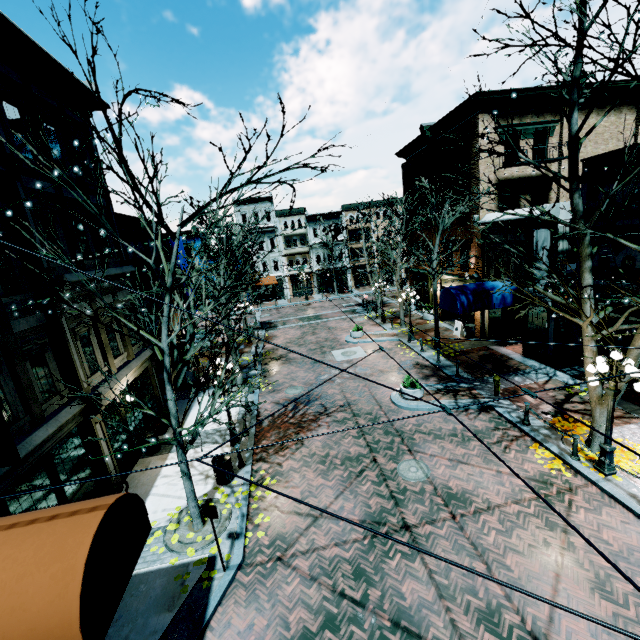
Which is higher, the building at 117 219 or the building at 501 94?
the building at 501 94

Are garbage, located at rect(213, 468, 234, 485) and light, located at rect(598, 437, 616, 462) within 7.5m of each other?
no

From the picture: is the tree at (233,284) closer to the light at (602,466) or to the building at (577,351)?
the building at (577,351)

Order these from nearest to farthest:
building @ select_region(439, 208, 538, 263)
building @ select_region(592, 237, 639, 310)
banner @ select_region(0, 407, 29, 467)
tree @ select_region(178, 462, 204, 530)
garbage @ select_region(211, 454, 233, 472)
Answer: banner @ select_region(0, 407, 29, 467)
tree @ select_region(178, 462, 204, 530)
garbage @ select_region(211, 454, 233, 472)
building @ select_region(592, 237, 639, 310)
building @ select_region(439, 208, 538, 263)

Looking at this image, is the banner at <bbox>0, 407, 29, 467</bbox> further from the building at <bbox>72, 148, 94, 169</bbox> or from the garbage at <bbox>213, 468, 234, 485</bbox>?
the garbage at <bbox>213, 468, 234, 485</bbox>

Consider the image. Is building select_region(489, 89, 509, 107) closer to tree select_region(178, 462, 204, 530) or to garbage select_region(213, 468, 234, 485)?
tree select_region(178, 462, 204, 530)

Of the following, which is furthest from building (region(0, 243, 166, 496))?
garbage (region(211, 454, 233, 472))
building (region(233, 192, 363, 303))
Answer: building (region(233, 192, 363, 303))

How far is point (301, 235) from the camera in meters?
44.9 m
